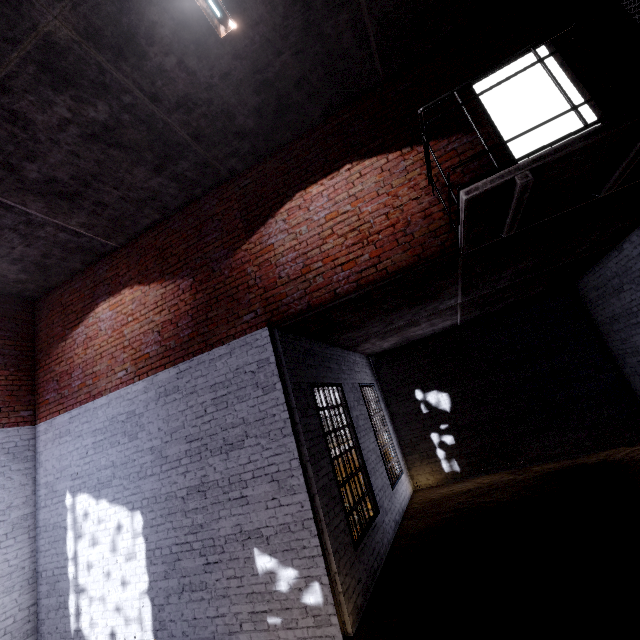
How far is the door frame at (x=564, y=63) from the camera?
3.9 meters

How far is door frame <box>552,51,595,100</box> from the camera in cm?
389

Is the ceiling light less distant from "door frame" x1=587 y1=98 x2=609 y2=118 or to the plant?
"door frame" x1=587 y1=98 x2=609 y2=118

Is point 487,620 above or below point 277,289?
below

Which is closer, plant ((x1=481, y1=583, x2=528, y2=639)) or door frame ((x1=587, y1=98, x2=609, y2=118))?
plant ((x1=481, y1=583, x2=528, y2=639))
